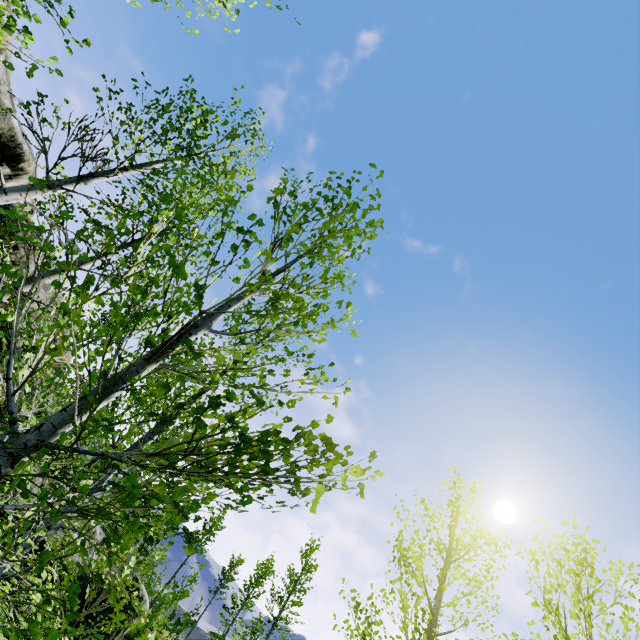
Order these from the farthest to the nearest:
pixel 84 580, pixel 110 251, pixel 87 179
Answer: pixel 84 580, pixel 110 251, pixel 87 179

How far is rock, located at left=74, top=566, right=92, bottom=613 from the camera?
11.1 meters

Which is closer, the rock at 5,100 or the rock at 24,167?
the rock at 5,100

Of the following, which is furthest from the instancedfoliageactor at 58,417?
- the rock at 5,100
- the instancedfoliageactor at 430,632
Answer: the instancedfoliageactor at 430,632

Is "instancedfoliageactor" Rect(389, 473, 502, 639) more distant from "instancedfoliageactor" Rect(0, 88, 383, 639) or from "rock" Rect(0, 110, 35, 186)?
"instancedfoliageactor" Rect(0, 88, 383, 639)

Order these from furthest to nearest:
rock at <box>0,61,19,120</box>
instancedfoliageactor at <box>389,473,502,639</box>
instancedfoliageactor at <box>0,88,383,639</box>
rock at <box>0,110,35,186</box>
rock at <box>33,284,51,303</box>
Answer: rock at <box>0,110,35,186</box>, rock at <box>0,61,19,120</box>, rock at <box>33,284,51,303</box>, instancedfoliageactor at <box>389,473,502,639</box>, instancedfoliageactor at <box>0,88,383,639</box>
